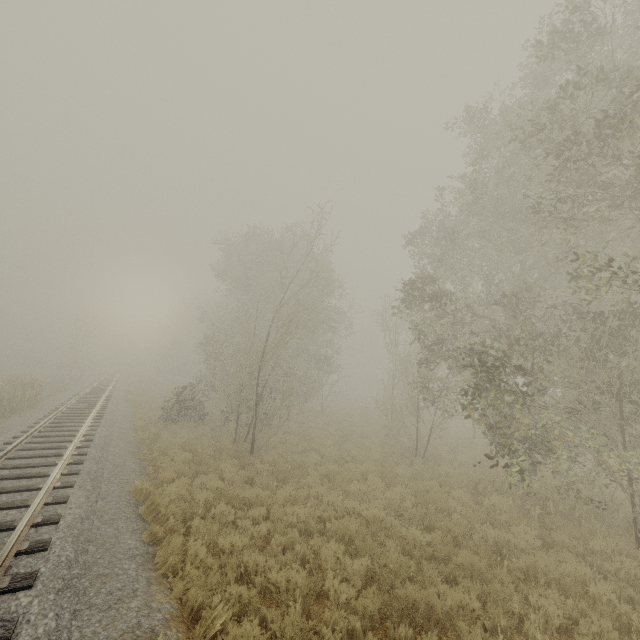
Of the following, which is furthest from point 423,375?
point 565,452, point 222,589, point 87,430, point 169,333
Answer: point 169,333
